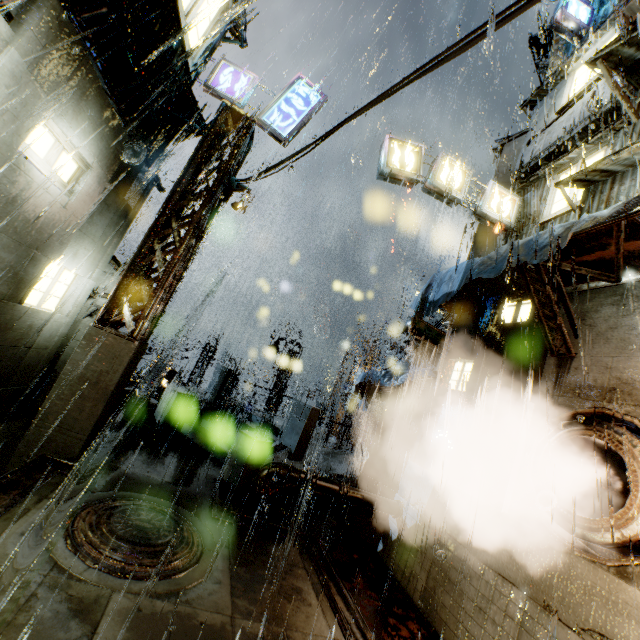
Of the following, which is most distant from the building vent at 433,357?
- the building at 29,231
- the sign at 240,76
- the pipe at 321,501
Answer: the sign at 240,76

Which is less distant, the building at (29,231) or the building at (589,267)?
the building at (29,231)

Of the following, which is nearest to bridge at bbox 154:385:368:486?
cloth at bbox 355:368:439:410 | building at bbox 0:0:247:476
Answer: building at bbox 0:0:247:476

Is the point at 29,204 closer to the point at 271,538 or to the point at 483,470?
the point at 271,538

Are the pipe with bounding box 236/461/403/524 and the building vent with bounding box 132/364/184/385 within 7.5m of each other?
no

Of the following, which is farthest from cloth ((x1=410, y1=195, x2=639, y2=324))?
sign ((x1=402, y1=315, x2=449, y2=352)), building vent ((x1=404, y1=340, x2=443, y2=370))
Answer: building vent ((x1=404, y1=340, x2=443, y2=370))

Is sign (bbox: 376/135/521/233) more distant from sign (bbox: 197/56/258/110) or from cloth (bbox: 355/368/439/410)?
cloth (bbox: 355/368/439/410)

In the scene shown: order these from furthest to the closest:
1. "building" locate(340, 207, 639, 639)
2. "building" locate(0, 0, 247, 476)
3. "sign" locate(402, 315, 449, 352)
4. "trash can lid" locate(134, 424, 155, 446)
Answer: "sign" locate(402, 315, 449, 352), "trash can lid" locate(134, 424, 155, 446), "building" locate(340, 207, 639, 639), "building" locate(0, 0, 247, 476)
